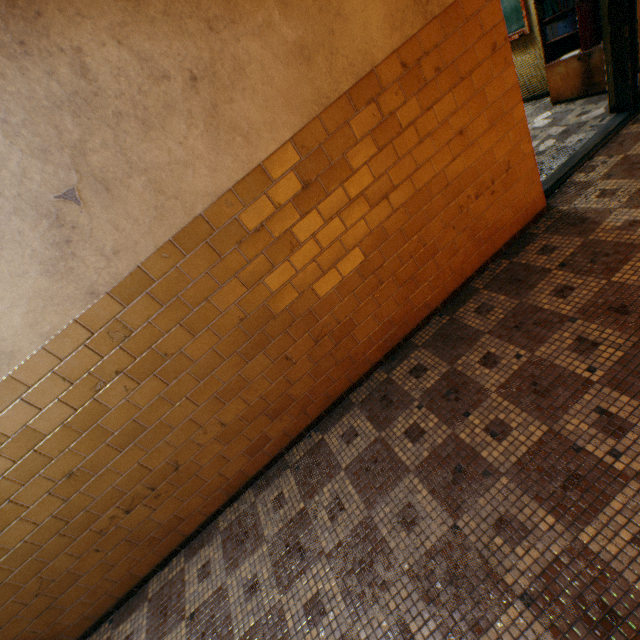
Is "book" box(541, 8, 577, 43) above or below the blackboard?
Result: below

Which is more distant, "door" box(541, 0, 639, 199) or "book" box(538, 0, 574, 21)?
"book" box(538, 0, 574, 21)

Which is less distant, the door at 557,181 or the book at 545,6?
the door at 557,181

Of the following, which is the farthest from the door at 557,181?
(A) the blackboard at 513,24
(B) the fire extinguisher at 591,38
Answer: (A) the blackboard at 513,24

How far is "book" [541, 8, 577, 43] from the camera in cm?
389

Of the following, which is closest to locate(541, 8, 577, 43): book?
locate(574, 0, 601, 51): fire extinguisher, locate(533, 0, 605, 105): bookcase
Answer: locate(533, 0, 605, 105): bookcase

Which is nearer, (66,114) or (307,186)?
(66,114)

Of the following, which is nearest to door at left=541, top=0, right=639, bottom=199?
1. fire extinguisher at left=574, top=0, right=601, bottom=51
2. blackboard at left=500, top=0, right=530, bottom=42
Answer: fire extinguisher at left=574, top=0, right=601, bottom=51
